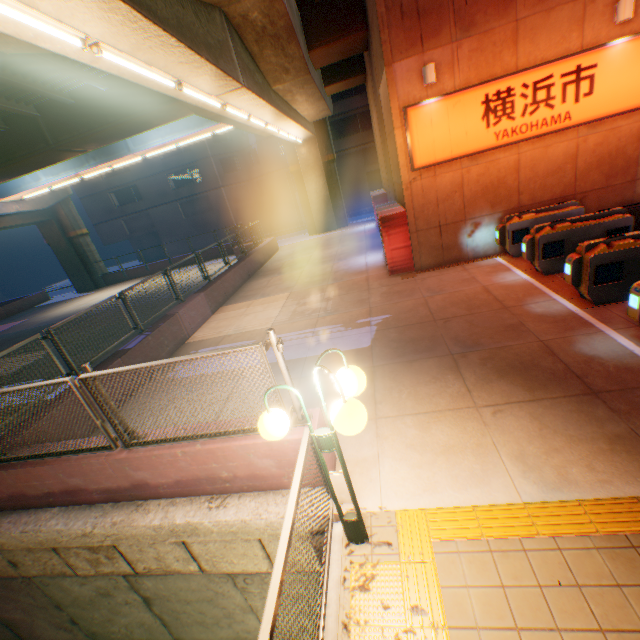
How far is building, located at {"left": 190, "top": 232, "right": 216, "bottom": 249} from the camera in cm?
3647

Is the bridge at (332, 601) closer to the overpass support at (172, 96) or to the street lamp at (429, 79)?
the overpass support at (172, 96)

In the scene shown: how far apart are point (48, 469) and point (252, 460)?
3.2m

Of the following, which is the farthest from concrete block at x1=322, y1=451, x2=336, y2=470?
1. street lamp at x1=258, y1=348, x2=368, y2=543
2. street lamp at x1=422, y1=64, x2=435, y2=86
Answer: street lamp at x1=422, y1=64, x2=435, y2=86

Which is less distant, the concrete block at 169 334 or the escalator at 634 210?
the concrete block at 169 334

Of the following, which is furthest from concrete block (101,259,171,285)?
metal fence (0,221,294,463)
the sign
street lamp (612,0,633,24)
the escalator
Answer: street lamp (612,0,633,24)

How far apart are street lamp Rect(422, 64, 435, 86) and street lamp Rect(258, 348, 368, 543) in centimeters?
880cm
